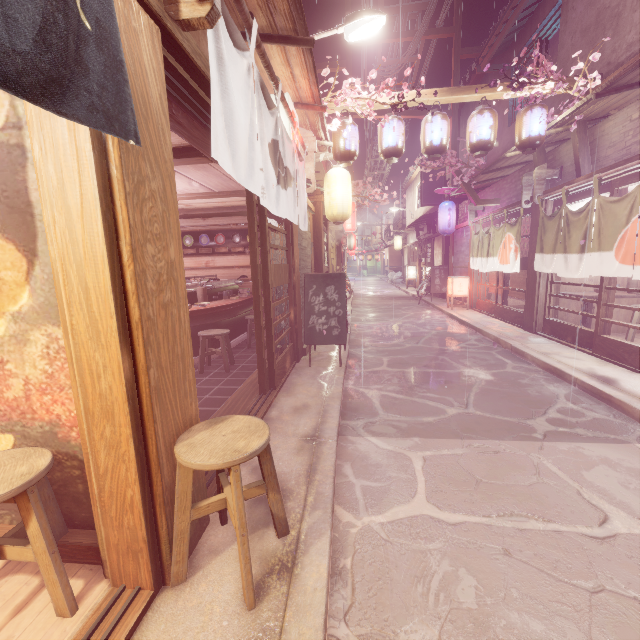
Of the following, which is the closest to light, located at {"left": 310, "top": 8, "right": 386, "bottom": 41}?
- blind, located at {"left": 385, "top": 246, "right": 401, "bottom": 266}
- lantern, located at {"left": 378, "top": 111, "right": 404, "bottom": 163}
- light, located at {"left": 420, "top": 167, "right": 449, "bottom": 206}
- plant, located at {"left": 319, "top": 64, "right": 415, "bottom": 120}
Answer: plant, located at {"left": 319, "top": 64, "right": 415, "bottom": 120}

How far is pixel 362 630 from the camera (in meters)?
2.92

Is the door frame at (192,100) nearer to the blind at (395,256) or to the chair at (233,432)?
the chair at (233,432)

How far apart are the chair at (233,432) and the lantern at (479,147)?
10.8 meters

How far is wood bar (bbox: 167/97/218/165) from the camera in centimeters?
467cm

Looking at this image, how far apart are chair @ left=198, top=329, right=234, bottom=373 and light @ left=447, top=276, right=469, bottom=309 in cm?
1487

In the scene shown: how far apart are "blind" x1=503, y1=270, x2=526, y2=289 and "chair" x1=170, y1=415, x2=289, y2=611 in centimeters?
1408cm

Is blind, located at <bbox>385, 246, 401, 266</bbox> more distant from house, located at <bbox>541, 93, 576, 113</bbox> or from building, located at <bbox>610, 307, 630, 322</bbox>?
building, located at <bbox>610, 307, 630, 322</bbox>
